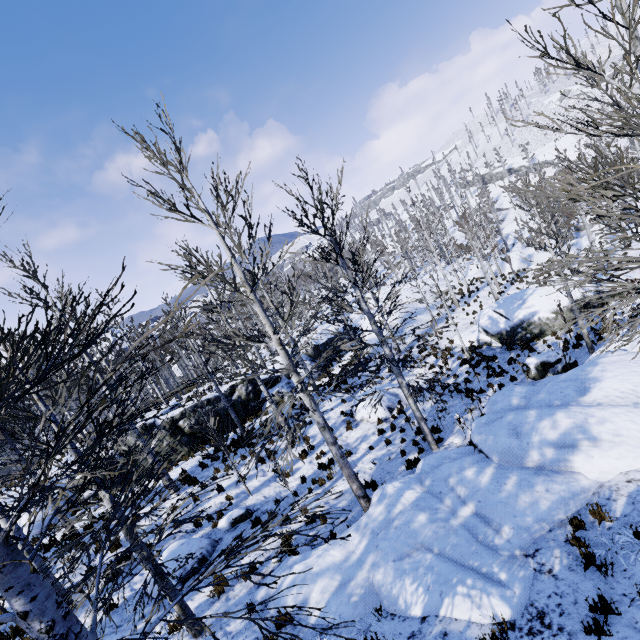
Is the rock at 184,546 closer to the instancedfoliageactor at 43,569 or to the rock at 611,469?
the instancedfoliageactor at 43,569

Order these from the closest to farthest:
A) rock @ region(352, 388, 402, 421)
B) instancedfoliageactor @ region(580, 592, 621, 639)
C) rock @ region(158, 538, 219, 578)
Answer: instancedfoliageactor @ region(580, 592, 621, 639) → rock @ region(158, 538, 219, 578) → rock @ region(352, 388, 402, 421)

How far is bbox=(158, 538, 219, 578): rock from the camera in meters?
9.1

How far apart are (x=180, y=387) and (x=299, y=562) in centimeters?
726cm

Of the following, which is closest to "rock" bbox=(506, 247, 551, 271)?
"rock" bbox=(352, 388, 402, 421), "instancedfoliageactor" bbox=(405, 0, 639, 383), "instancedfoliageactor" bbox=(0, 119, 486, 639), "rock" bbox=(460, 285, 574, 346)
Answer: "instancedfoliageactor" bbox=(405, 0, 639, 383)

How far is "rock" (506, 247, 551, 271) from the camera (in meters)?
32.78

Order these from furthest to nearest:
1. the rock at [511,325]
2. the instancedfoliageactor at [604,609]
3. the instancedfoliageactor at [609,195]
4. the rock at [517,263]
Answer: the rock at [517,263]
the rock at [511,325]
the instancedfoliageactor at [609,195]
the instancedfoliageactor at [604,609]
